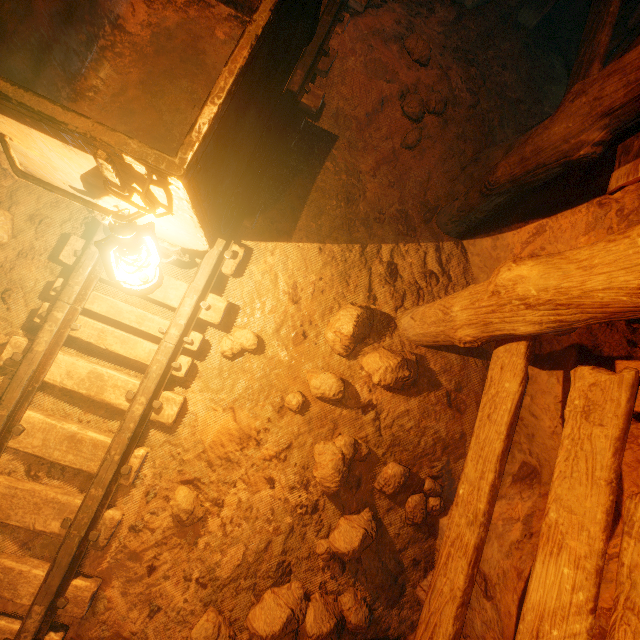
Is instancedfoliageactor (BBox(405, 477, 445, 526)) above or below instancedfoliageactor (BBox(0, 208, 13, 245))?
below

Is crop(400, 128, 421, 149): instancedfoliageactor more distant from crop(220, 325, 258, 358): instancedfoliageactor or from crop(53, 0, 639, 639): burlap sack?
crop(220, 325, 258, 358): instancedfoliageactor

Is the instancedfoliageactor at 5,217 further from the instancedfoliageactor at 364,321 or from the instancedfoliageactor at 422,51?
the instancedfoliageactor at 422,51

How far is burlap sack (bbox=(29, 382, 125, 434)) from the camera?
2.2m

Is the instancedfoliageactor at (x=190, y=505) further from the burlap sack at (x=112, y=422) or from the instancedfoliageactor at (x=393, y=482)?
the instancedfoliageactor at (x=393, y=482)

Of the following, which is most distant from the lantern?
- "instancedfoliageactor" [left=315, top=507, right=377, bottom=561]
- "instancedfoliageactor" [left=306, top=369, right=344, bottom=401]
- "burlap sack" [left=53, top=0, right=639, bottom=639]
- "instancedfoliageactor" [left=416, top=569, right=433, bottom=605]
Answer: "instancedfoliageactor" [left=416, top=569, right=433, bottom=605]

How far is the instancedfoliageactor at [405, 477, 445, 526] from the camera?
2.6m

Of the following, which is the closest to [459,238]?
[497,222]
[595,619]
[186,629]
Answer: [497,222]
